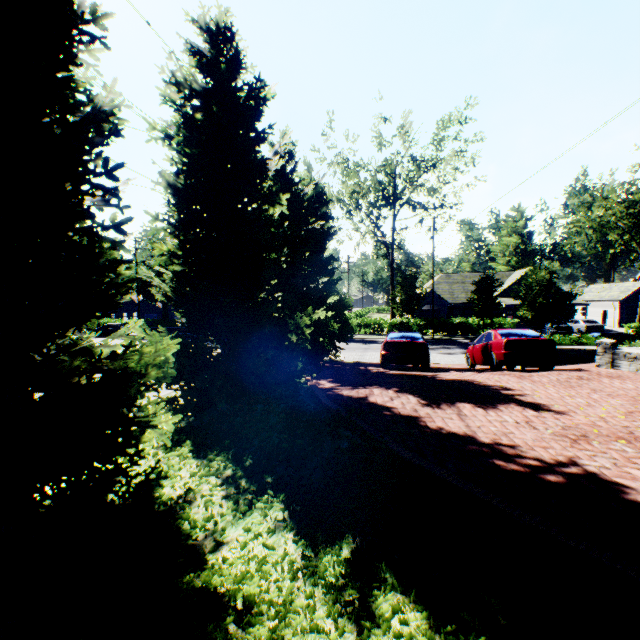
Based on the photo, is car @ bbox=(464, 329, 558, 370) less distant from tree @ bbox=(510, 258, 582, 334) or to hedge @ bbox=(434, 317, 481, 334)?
tree @ bbox=(510, 258, 582, 334)

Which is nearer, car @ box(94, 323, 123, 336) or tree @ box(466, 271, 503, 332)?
tree @ box(466, 271, 503, 332)

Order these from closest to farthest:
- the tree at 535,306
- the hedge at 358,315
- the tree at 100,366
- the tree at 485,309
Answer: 1. the tree at 100,366
2. the tree at 535,306
3. the tree at 485,309
4. the hedge at 358,315

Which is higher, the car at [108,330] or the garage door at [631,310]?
the garage door at [631,310]

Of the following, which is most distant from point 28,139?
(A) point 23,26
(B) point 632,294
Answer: (B) point 632,294

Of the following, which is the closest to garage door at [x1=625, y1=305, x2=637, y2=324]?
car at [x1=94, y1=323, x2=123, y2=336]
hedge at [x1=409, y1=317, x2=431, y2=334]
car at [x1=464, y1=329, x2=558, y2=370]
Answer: hedge at [x1=409, y1=317, x2=431, y2=334]

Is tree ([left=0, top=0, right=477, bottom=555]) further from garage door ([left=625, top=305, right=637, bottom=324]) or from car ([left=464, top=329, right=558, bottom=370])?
garage door ([left=625, top=305, right=637, bottom=324])

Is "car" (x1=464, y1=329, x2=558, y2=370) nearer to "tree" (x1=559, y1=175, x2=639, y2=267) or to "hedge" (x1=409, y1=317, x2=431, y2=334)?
"tree" (x1=559, y1=175, x2=639, y2=267)
